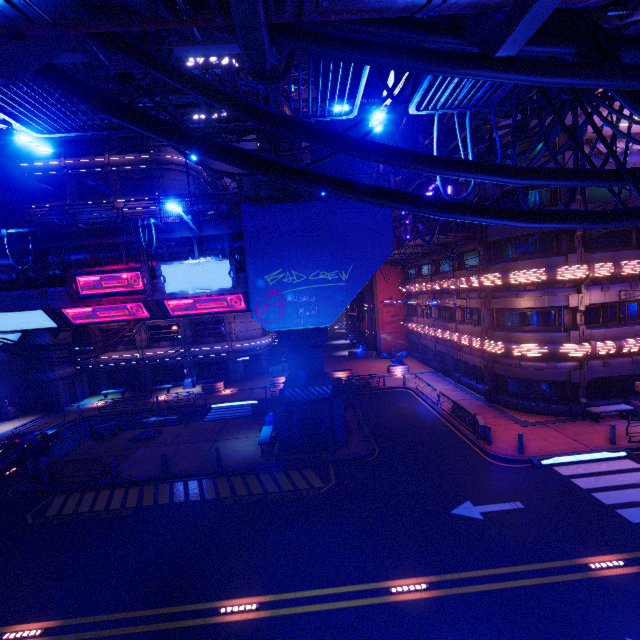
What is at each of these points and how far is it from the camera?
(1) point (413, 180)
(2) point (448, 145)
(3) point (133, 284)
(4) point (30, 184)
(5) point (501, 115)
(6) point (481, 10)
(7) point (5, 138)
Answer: (1) pipe, 16.9 meters
(2) pipe, 12.1 meters
(3) sign, 15.4 meters
(4) awning, 33.4 meters
(5) pipe, 10.1 meters
(6) walkway, 2.0 meters
(7) pipe, 26.7 meters

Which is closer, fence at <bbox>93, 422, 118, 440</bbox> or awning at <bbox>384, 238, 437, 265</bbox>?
fence at <bbox>93, 422, 118, 440</bbox>

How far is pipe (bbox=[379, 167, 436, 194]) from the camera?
15.2 meters

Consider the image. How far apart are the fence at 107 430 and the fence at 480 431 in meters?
24.3 m

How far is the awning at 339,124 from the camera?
18.28m

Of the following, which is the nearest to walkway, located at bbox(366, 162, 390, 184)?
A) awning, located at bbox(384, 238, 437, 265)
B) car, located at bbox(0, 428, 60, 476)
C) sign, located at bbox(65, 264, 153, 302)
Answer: awning, located at bbox(384, 238, 437, 265)

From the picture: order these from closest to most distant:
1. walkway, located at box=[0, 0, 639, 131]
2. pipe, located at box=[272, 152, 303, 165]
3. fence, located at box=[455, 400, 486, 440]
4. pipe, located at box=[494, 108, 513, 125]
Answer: walkway, located at box=[0, 0, 639, 131]
pipe, located at box=[494, 108, 513, 125]
fence, located at box=[455, 400, 486, 440]
pipe, located at box=[272, 152, 303, 165]

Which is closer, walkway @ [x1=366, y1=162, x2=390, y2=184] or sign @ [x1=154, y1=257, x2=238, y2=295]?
sign @ [x1=154, y1=257, x2=238, y2=295]
